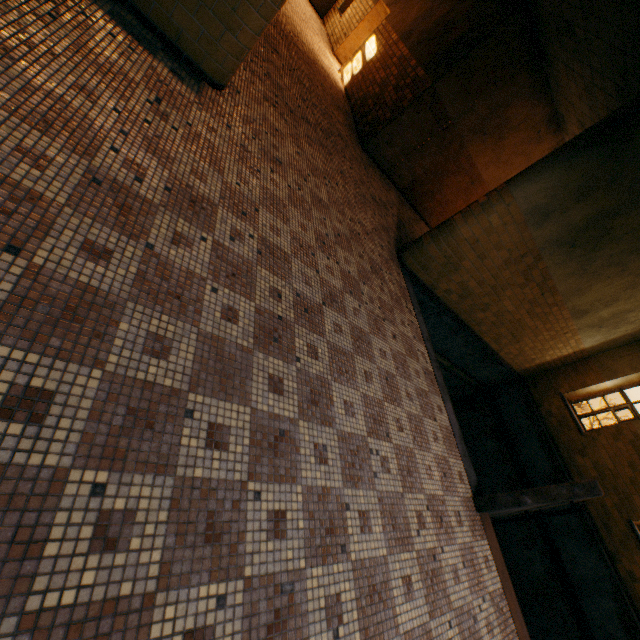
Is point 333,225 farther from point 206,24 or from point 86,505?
point 86,505
